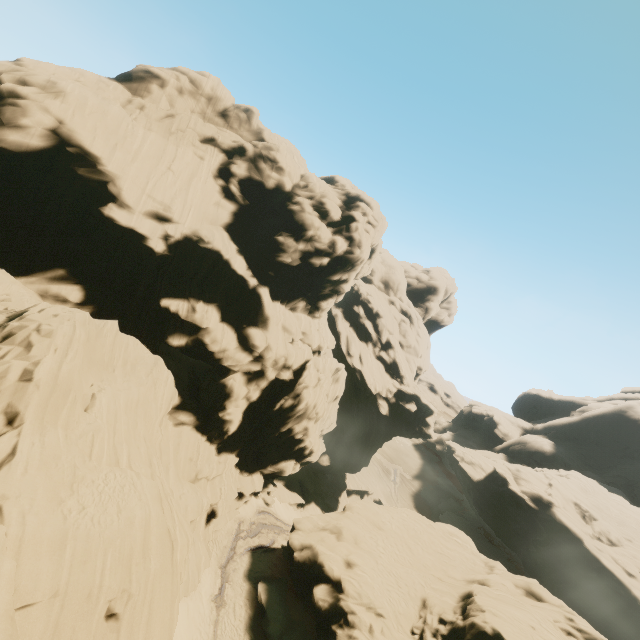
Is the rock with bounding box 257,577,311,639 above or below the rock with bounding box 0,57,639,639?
below

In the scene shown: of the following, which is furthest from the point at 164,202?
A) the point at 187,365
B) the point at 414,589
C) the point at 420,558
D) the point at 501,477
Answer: the point at 501,477

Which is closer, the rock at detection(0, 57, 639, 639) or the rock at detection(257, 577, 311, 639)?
the rock at detection(0, 57, 639, 639)

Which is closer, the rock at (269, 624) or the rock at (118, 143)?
the rock at (118, 143)

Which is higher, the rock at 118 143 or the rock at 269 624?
the rock at 118 143
